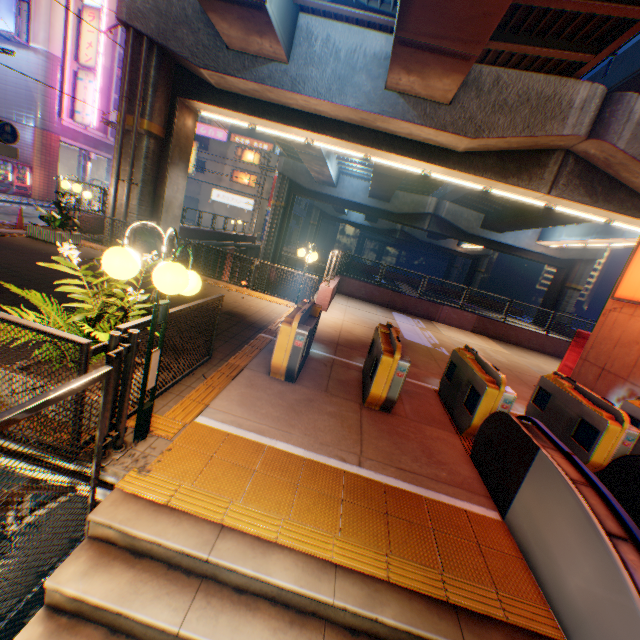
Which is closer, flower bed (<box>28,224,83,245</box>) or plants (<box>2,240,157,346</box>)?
plants (<box>2,240,157,346</box>)

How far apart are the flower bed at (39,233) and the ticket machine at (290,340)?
8.92m

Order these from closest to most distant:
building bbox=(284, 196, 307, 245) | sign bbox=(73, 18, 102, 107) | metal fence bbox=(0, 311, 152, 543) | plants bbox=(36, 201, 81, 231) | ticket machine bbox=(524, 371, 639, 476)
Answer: metal fence bbox=(0, 311, 152, 543)
ticket machine bbox=(524, 371, 639, 476)
plants bbox=(36, 201, 81, 231)
sign bbox=(73, 18, 102, 107)
building bbox=(284, 196, 307, 245)

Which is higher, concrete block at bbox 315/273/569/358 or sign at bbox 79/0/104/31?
sign at bbox 79/0/104/31

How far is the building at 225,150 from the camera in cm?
4394

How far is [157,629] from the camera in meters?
2.3

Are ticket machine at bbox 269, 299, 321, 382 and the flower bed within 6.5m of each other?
no

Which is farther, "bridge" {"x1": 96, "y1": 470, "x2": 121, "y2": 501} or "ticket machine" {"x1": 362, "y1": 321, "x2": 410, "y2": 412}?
"ticket machine" {"x1": 362, "y1": 321, "x2": 410, "y2": 412}
